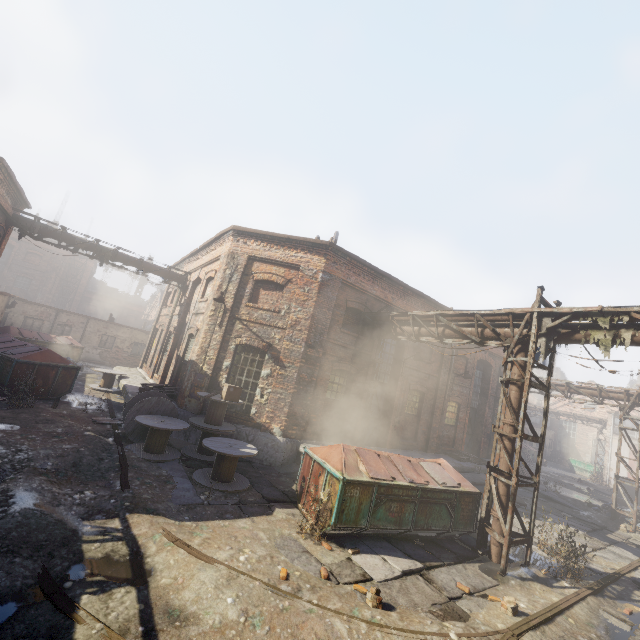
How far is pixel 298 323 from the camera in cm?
1218

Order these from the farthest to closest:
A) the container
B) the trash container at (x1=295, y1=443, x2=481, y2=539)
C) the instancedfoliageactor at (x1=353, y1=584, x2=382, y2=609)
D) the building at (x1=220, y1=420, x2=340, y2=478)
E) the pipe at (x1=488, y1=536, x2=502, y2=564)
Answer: the container, the building at (x1=220, y1=420, x2=340, y2=478), the pipe at (x1=488, y1=536, x2=502, y2=564), the trash container at (x1=295, y1=443, x2=481, y2=539), the instancedfoliageactor at (x1=353, y1=584, x2=382, y2=609)

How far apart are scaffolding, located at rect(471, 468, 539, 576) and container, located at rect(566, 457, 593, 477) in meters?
34.1

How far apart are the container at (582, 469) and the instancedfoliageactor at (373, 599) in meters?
39.2

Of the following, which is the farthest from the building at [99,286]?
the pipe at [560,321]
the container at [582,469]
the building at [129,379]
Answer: the container at [582,469]

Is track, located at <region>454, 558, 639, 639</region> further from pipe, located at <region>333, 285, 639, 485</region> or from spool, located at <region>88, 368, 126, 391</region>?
spool, located at <region>88, 368, 126, 391</region>

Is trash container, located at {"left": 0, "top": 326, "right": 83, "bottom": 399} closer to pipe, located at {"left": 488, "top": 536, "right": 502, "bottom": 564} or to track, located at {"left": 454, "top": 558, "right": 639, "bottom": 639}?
track, located at {"left": 454, "top": 558, "right": 639, "bottom": 639}

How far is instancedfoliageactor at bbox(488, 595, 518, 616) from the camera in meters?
5.8 m
